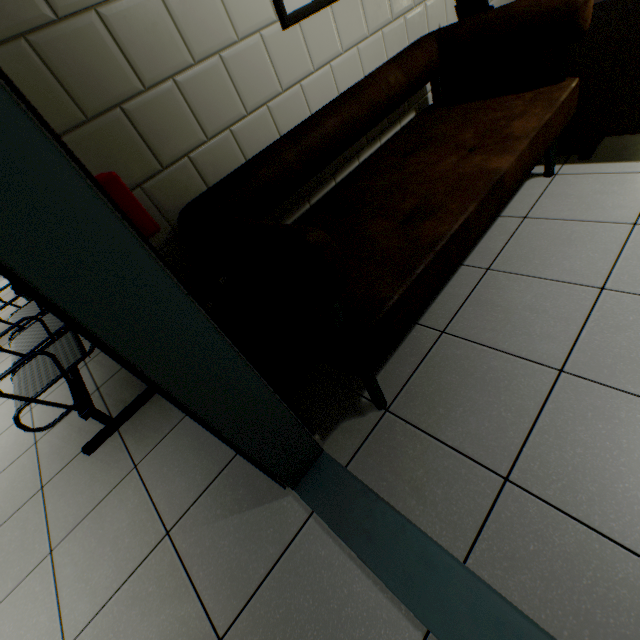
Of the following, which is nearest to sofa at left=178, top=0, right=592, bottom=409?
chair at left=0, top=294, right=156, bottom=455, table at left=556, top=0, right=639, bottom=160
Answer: table at left=556, top=0, right=639, bottom=160

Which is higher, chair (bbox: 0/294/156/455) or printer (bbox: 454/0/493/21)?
printer (bbox: 454/0/493/21)

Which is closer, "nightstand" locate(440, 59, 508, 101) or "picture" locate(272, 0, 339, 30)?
"picture" locate(272, 0, 339, 30)

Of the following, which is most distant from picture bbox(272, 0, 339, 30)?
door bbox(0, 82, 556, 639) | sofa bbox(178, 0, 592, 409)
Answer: door bbox(0, 82, 556, 639)

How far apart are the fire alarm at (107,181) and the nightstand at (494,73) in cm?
253

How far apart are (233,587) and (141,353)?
1.01m

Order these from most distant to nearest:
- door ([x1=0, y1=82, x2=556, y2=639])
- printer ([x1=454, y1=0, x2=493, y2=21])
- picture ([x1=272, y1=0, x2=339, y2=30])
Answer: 1. printer ([x1=454, y1=0, x2=493, y2=21])
2. picture ([x1=272, y1=0, x2=339, y2=30])
3. door ([x1=0, y1=82, x2=556, y2=639])

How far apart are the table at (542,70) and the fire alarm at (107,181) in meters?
2.4
